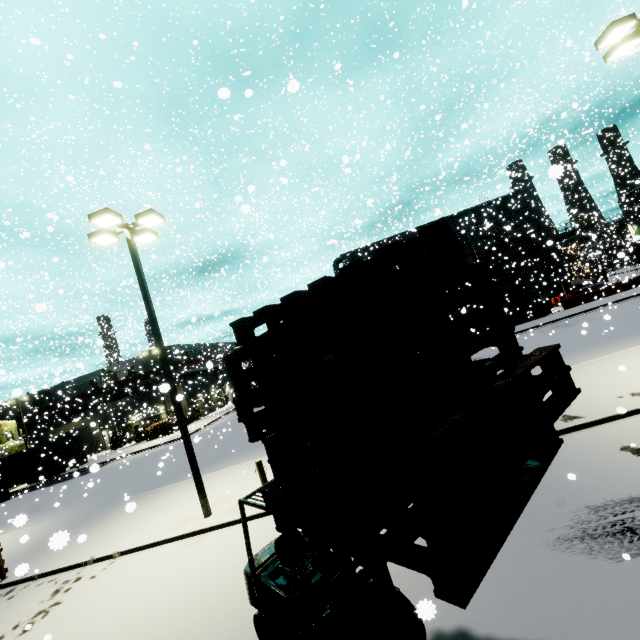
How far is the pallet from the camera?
1.7 meters

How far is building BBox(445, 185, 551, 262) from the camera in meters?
39.3 m

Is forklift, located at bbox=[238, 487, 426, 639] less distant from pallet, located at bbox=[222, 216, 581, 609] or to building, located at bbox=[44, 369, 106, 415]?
pallet, located at bbox=[222, 216, 581, 609]

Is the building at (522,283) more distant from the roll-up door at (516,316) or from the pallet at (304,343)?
the pallet at (304,343)

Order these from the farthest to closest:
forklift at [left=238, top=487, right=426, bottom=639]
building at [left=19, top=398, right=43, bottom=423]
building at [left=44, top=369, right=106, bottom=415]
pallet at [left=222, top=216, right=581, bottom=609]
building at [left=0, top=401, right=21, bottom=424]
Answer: building at [left=44, top=369, right=106, bottom=415], building at [left=19, top=398, right=43, bottom=423], building at [left=0, top=401, right=21, bottom=424], forklift at [left=238, top=487, right=426, bottom=639], pallet at [left=222, top=216, right=581, bottom=609]

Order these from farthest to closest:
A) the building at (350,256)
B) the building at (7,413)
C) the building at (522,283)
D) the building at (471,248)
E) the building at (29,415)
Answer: the building at (29,415) < the building at (471,248) < the building at (350,256) < the building at (7,413) < the building at (522,283)

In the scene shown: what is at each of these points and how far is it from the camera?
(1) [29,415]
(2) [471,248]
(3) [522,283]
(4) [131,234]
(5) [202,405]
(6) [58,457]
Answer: (1) building, 24.3 meters
(2) building, 40.5 meters
(3) building, 32.0 meters
(4) light, 10.8 meters
(5) building, 47.5 meters
(6) semi trailer, 29.6 meters

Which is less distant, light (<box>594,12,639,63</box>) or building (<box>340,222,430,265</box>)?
light (<box>594,12,639,63</box>)
